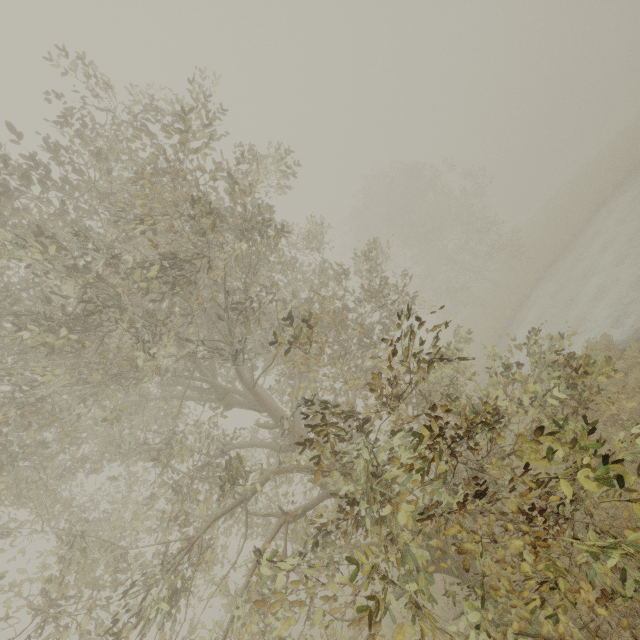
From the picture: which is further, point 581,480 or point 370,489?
point 370,489
